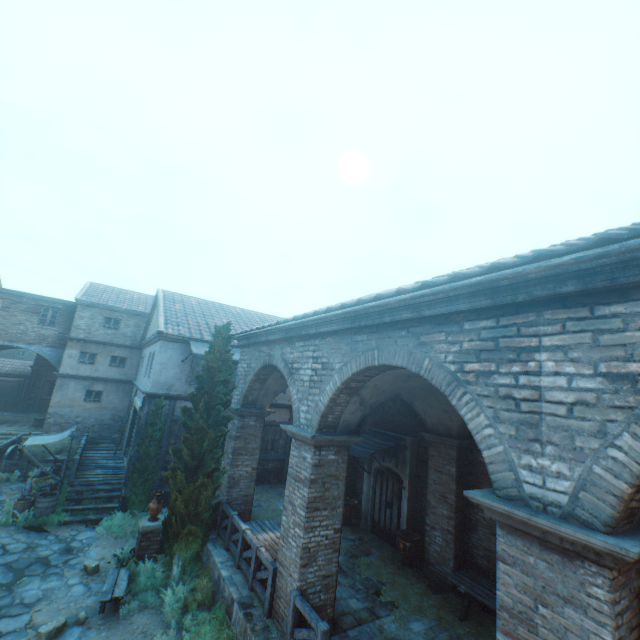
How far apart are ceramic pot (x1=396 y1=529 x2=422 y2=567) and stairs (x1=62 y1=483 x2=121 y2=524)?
10.6 meters

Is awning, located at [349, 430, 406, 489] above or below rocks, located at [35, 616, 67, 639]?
above

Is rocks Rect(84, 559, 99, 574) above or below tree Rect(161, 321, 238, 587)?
below

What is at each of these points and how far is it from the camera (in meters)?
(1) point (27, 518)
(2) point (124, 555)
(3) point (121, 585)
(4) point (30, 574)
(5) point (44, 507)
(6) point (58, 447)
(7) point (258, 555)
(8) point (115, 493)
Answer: (1) plants, 11.45
(2) grass clump, 9.48
(3) table, 8.10
(4) ground stones, 8.89
(5) barrel, 11.61
(6) plants, 18.11
(7) fence, 7.84
(8) stairs, 13.38

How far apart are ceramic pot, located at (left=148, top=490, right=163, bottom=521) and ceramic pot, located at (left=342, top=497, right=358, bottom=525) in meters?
6.3 m

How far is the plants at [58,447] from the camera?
17.5m

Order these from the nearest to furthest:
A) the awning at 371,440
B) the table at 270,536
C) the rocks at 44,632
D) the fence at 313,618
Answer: the fence at 313,618 < the rocks at 44,632 < the table at 270,536 < the awning at 371,440

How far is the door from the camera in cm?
1112
